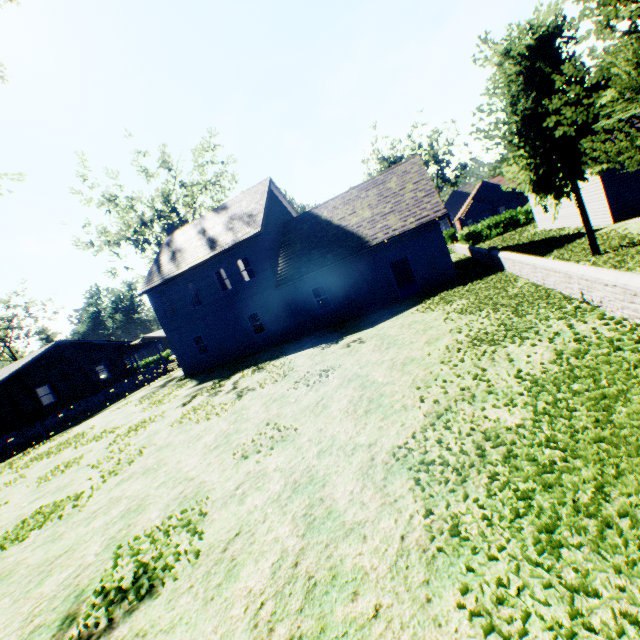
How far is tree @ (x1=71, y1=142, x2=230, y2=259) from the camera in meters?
31.6 m

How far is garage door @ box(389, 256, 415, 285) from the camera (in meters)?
24.97

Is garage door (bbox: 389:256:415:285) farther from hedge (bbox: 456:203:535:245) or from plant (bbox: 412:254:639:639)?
plant (bbox: 412:254:639:639)

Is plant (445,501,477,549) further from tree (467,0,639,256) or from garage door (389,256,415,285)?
garage door (389,256,415,285)

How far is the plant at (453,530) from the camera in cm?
296

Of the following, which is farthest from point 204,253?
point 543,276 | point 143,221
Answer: point 543,276

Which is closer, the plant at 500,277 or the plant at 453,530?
the plant at 500,277

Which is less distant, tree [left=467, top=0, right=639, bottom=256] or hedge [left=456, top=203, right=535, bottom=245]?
tree [left=467, top=0, right=639, bottom=256]
